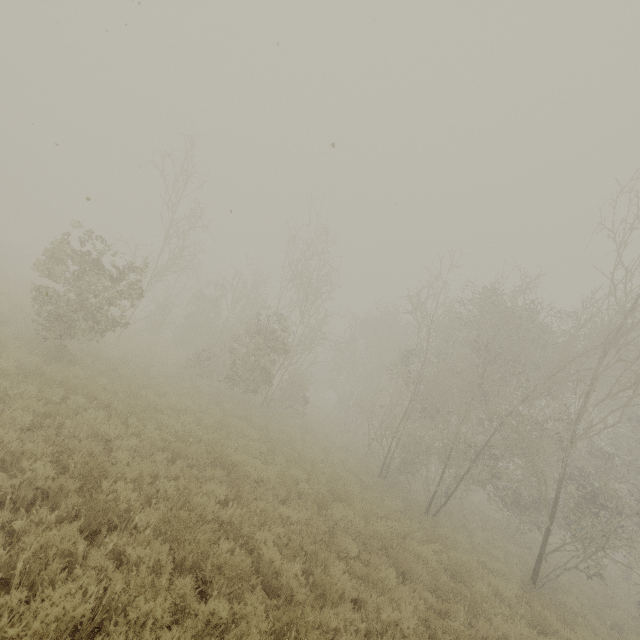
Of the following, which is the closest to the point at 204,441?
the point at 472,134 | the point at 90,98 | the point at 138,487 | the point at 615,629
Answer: the point at 138,487

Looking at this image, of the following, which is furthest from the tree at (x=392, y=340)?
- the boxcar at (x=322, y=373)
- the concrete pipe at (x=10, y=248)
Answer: the concrete pipe at (x=10, y=248)

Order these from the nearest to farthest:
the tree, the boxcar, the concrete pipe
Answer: the tree < the concrete pipe < the boxcar

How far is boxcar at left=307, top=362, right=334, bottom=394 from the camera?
A: 47.9 meters

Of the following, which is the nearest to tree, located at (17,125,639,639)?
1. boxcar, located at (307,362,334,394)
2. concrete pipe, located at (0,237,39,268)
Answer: boxcar, located at (307,362,334,394)

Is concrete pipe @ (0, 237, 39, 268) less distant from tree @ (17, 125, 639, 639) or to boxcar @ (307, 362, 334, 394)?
tree @ (17, 125, 639, 639)

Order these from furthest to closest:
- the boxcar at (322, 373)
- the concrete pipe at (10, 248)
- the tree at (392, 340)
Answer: the boxcar at (322, 373), the concrete pipe at (10, 248), the tree at (392, 340)
